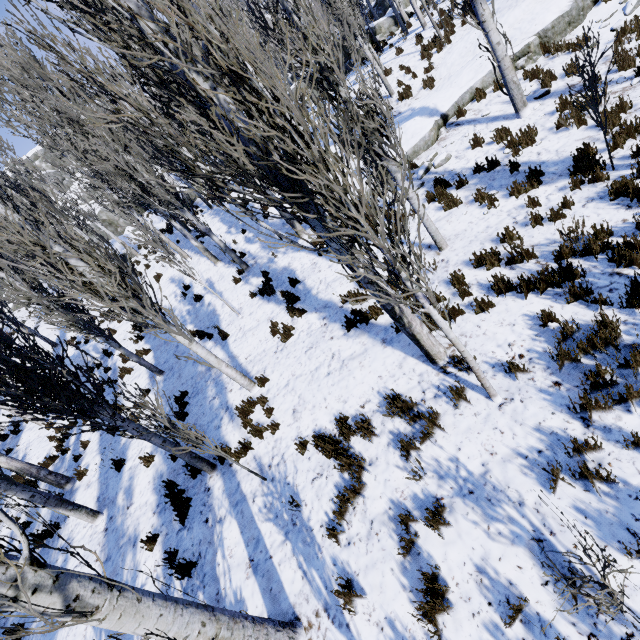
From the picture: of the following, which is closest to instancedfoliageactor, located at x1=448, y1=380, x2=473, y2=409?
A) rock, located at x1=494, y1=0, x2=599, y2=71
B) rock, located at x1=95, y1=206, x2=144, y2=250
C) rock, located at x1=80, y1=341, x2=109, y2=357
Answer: rock, located at x1=494, y1=0, x2=599, y2=71

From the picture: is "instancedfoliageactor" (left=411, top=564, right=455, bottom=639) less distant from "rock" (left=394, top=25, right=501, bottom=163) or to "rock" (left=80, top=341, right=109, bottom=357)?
"rock" (left=394, top=25, right=501, bottom=163)

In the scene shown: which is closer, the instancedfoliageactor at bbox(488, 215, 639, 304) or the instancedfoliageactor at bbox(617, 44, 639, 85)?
the instancedfoliageactor at bbox(488, 215, 639, 304)

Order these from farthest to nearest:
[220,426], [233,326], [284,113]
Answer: [233,326] → [220,426] → [284,113]

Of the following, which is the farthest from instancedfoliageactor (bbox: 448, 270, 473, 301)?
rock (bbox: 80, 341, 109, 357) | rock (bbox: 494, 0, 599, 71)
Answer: rock (bbox: 80, 341, 109, 357)

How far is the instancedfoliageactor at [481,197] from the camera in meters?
7.1

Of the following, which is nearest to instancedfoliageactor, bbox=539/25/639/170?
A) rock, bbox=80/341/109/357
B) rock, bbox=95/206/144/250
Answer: rock, bbox=80/341/109/357

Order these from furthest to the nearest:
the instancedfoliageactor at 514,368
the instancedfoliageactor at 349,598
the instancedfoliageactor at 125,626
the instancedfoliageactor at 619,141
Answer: the instancedfoliageactor at 619,141 < the instancedfoliageactor at 514,368 < the instancedfoliageactor at 349,598 < the instancedfoliageactor at 125,626
